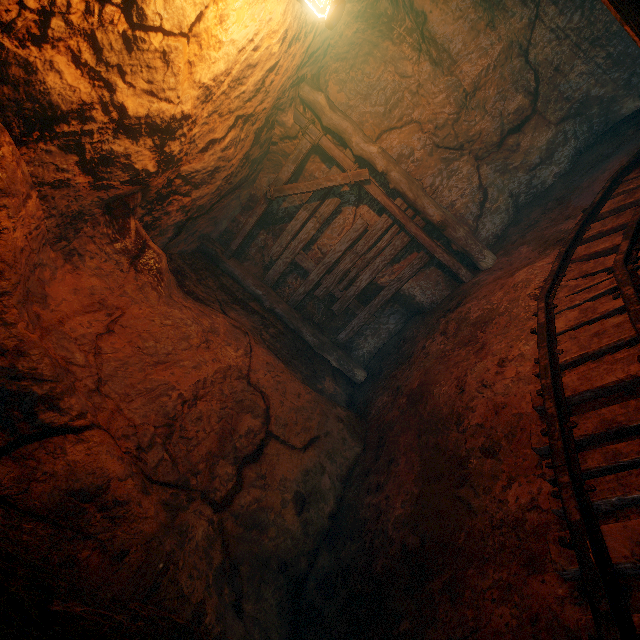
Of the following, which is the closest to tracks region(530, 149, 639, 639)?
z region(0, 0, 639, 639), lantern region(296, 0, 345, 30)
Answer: z region(0, 0, 639, 639)

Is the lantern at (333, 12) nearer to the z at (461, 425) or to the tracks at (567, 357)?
the z at (461, 425)

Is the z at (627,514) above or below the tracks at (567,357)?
below

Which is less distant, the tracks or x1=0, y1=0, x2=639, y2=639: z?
the tracks

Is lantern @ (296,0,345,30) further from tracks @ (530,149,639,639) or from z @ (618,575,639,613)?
tracks @ (530,149,639,639)

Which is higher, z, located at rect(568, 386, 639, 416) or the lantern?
the lantern

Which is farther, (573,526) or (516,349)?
(516,349)
